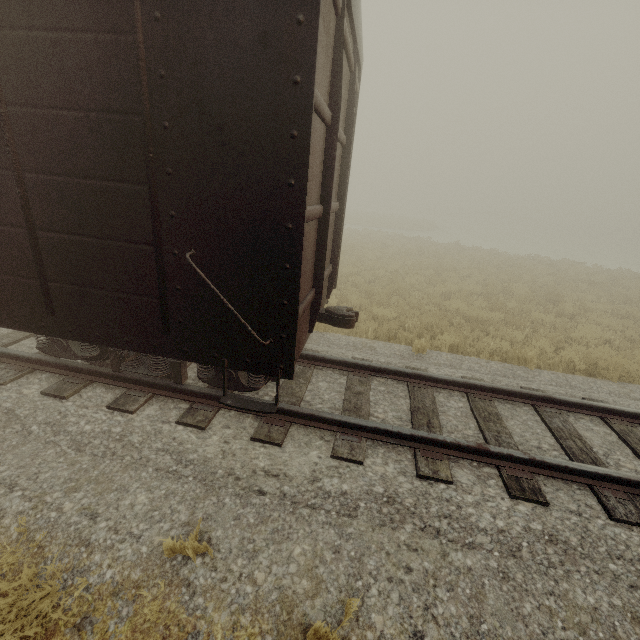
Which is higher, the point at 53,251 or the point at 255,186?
the point at 255,186
